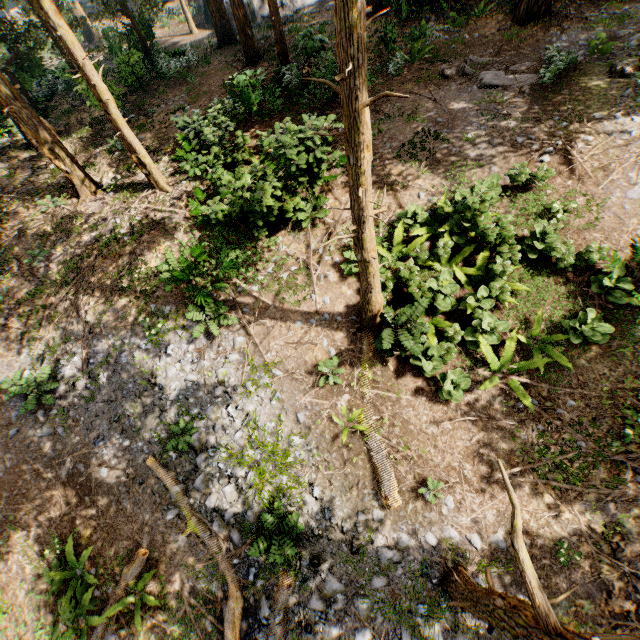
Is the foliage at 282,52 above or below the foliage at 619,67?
above

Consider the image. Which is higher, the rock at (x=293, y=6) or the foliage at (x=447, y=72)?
the foliage at (x=447, y=72)

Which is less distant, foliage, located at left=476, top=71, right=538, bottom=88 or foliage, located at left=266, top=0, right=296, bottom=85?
foliage, located at left=476, top=71, right=538, bottom=88

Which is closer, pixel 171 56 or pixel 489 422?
pixel 489 422

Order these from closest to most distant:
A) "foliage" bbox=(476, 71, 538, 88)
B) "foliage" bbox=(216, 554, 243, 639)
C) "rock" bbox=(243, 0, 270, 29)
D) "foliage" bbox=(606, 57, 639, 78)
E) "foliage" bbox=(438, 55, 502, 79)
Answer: "foliage" bbox=(216, 554, 243, 639) → "foliage" bbox=(606, 57, 639, 78) → "foliage" bbox=(476, 71, 538, 88) → "foliage" bbox=(438, 55, 502, 79) → "rock" bbox=(243, 0, 270, 29)

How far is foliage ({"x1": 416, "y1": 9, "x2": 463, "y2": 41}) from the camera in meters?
15.5

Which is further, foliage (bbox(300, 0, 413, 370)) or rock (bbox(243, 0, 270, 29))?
rock (bbox(243, 0, 270, 29))
